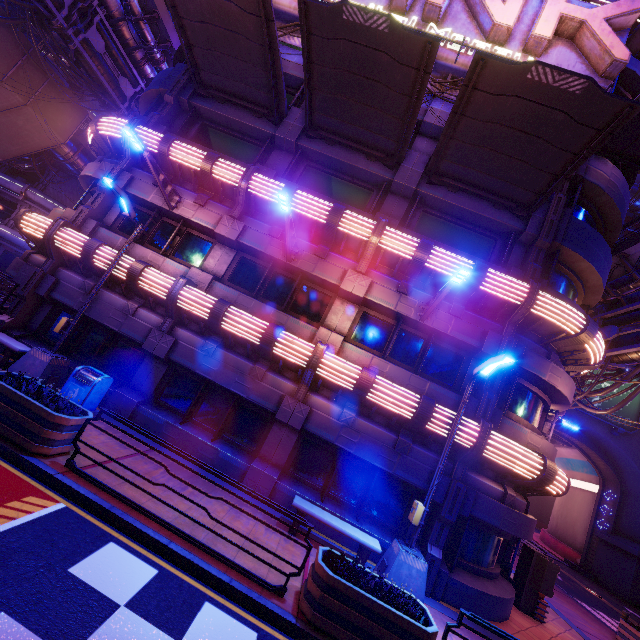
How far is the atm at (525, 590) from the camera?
10.9m

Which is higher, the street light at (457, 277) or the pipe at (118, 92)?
the pipe at (118, 92)

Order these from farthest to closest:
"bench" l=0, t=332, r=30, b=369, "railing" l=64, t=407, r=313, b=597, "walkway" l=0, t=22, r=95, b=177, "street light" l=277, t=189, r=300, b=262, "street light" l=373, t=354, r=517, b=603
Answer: "walkway" l=0, t=22, r=95, b=177 → "bench" l=0, t=332, r=30, b=369 → "street light" l=277, t=189, r=300, b=262 → "street light" l=373, t=354, r=517, b=603 → "railing" l=64, t=407, r=313, b=597

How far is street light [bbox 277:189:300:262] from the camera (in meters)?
8.44

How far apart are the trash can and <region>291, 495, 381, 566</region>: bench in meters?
6.1 m

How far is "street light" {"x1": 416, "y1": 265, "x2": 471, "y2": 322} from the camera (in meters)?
7.73

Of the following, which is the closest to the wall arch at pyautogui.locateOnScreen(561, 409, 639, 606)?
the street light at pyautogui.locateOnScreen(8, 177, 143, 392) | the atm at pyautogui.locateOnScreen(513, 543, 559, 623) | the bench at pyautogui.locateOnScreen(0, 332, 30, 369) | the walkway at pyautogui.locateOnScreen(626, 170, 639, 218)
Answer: the atm at pyautogui.locateOnScreen(513, 543, 559, 623)

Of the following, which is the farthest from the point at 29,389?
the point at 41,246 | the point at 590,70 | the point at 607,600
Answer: the point at 607,600
